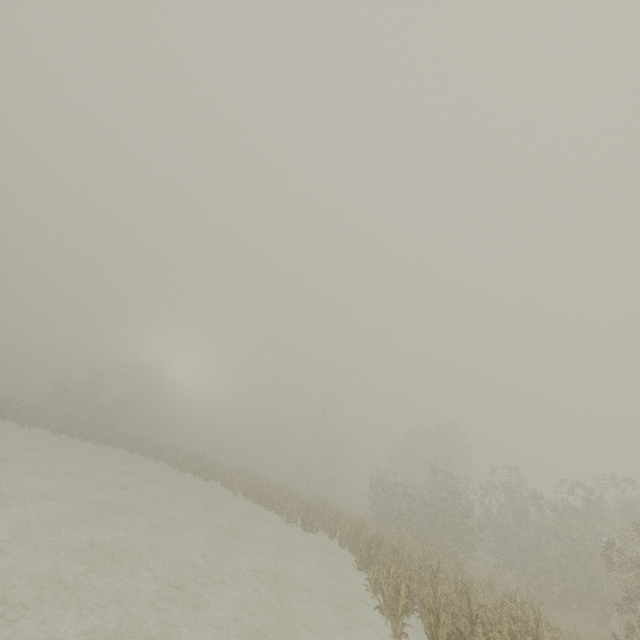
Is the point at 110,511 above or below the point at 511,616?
below
